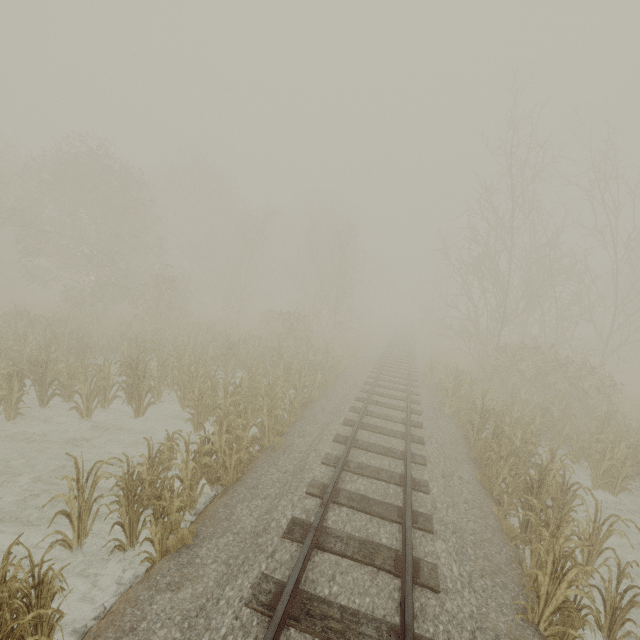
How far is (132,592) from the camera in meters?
4.4
